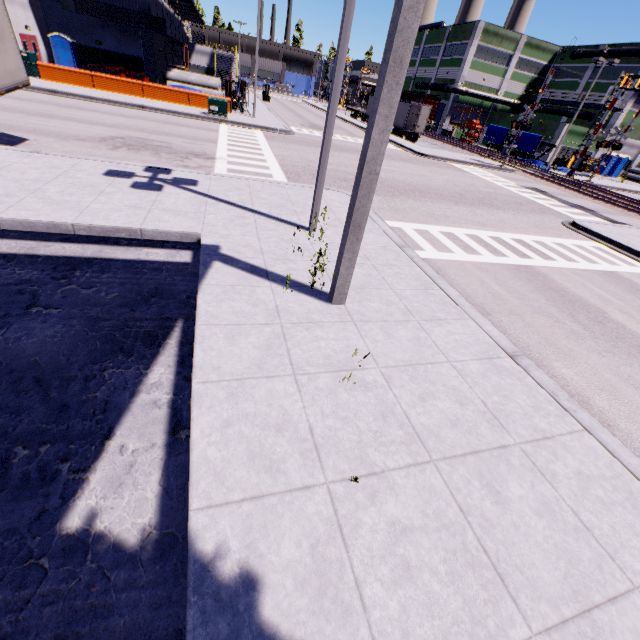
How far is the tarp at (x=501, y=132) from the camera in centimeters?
4259cm

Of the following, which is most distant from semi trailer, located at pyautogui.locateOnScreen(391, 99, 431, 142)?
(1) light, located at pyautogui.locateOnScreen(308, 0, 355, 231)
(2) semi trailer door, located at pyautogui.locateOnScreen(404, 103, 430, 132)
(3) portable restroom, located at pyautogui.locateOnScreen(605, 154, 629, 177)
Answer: → (3) portable restroom, located at pyautogui.locateOnScreen(605, 154, 629, 177)

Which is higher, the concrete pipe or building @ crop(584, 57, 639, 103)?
building @ crop(584, 57, 639, 103)

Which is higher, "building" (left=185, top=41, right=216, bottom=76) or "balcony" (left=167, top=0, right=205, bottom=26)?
"balcony" (left=167, top=0, right=205, bottom=26)

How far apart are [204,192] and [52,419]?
7.4m

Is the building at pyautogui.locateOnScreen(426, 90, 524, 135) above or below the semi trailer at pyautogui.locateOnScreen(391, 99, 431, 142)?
above

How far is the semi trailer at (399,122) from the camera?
36.8m

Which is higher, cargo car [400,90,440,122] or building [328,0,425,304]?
cargo car [400,90,440,122]
